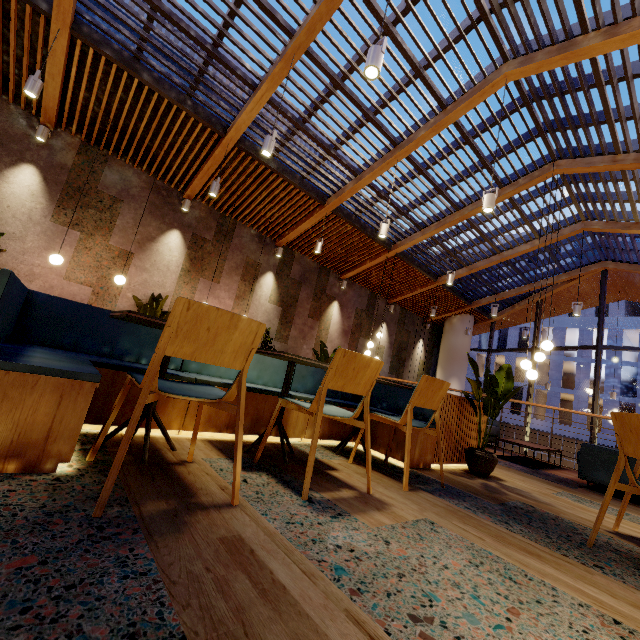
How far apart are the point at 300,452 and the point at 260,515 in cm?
134

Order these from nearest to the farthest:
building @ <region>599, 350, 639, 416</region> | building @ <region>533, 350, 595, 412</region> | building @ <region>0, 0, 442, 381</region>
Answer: building @ <region>0, 0, 442, 381</region> → building @ <region>599, 350, 639, 416</region> → building @ <region>533, 350, 595, 412</region>

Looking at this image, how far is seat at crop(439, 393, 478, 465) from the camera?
3.5m

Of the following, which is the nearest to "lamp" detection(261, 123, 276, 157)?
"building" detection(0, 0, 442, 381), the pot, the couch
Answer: "building" detection(0, 0, 442, 381)

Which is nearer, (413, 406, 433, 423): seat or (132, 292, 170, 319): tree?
(413, 406, 433, 423): seat

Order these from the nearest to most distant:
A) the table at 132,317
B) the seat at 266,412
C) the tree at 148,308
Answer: the table at 132,317 < the seat at 266,412 < the tree at 148,308

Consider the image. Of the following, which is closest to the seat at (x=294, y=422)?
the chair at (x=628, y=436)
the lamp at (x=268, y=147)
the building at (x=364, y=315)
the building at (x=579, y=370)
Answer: the building at (x=364, y=315)

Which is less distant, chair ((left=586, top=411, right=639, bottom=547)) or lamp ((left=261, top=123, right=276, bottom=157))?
chair ((left=586, top=411, right=639, bottom=547))
